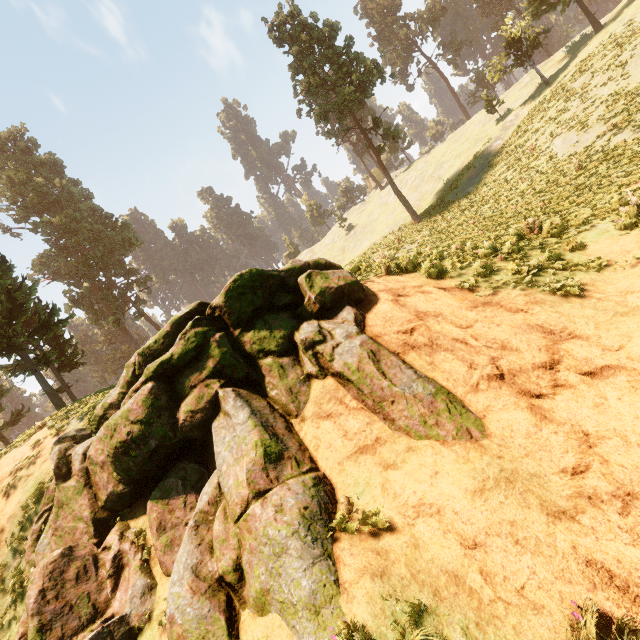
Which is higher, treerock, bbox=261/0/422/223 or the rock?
treerock, bbox=261/0/422/223

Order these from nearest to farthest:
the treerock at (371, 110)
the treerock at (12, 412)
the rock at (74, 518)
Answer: the rock at (74, 518) < the treerock at (12, 412) < the treerock at (371, 110)

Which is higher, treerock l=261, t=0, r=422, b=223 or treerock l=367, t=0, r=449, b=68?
treerock l=367, t=0, r=449, b=68

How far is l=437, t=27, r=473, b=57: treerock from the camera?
55.4 meters

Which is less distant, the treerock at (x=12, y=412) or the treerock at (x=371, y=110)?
the treerock at (x=12, y=412)

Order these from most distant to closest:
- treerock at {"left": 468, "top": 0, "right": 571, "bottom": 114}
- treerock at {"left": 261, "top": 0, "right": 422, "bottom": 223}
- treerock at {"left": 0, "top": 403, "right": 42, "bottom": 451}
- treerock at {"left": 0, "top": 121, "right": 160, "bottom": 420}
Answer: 1. treerock at {"left": 468, "top": 0, "right": 571, "bottom": 114}
2. treerock at {"left": 261, "top": 0, "right": 422, "bottom": 223}
3. treerock at {"left": 0, "top": 121, "right": 160, "bottom": 420}
4. treerock at {"left": 0, "top": 403, "right": 42, "bottom": 451}

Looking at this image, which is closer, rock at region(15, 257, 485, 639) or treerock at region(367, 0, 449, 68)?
rock at region(15, 257, 485, 639)

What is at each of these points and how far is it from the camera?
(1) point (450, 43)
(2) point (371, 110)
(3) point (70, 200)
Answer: (1) treerock, 58.2m
(2) treerock, 57.3m
(3) treerock, 39.4m
